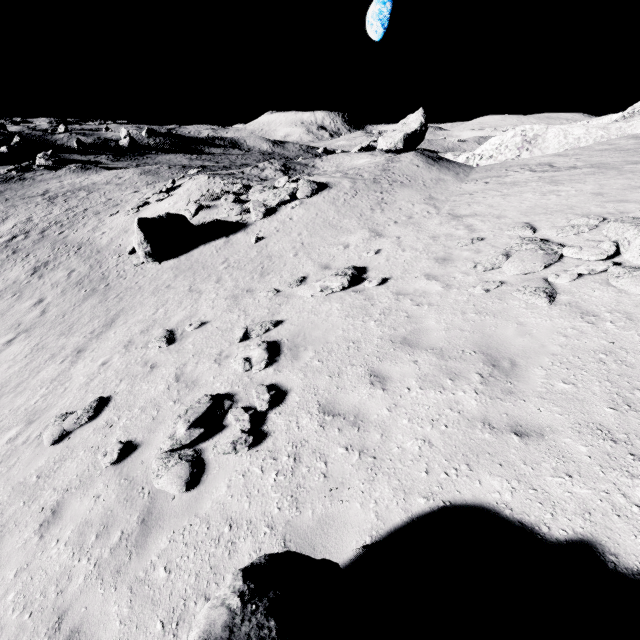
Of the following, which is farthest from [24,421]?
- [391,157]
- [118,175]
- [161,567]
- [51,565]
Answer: [118,175]

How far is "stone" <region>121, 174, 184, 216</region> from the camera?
24.4 meters

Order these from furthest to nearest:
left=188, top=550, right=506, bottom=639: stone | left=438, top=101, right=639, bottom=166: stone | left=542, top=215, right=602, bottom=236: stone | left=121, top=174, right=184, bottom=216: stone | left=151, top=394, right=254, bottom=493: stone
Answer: left=121, top=174, right=184, bottom=216: stone → left=438, top=101, right=639, bottom=166: stone → left=542, top=215, right=602, bottom=236: stone → left=151, top=394, right=254, bottom=493: stone → left=188, top=550, right=506, bottom=639: stone

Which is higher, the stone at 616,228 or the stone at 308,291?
the stone at 616,228

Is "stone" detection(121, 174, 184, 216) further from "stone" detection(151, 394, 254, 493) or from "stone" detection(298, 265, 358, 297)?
"stone" detection(151, 394, 254, 493)

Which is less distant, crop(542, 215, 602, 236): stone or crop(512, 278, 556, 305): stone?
crop(512, 278, 556, 305): stone

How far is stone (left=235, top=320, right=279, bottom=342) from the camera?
8.6m

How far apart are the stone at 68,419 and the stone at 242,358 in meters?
3.3
